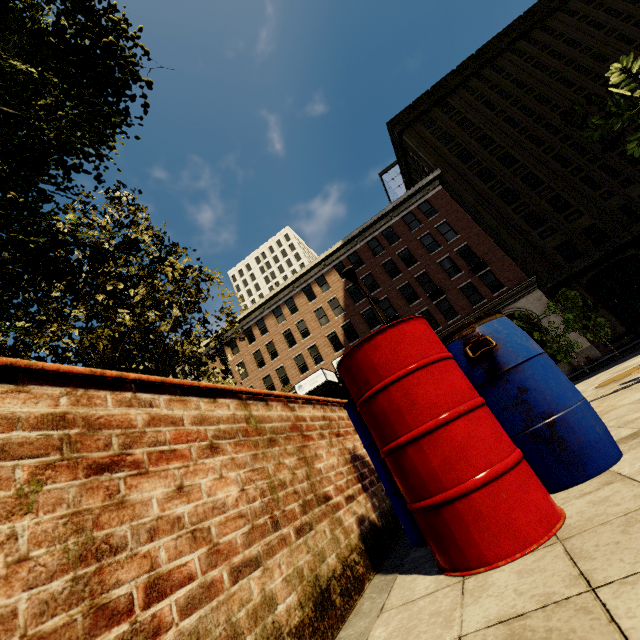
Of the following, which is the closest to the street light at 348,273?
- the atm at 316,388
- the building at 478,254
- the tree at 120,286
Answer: the tree at 120,286

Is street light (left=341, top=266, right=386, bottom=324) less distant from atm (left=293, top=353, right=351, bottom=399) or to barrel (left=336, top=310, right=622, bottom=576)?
atm (left=293, top=353, right=351, bottom=399)

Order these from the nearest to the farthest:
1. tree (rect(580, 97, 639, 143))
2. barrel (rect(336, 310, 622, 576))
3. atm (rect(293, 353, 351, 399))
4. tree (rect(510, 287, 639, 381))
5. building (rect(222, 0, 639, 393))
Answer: barrel (rect(336, 310, 622, 576)) < tree (rect(580, 97, 639, 143)) < atm (rect(293, 353, 351, 399)) < tree (rect(510, 287, 639, 381)) < building (rect(222, 0, 639, 393))

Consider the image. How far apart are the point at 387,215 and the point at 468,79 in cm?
1596

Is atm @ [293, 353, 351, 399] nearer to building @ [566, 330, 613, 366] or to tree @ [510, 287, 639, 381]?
tree @ [510, 287, 639, 381]

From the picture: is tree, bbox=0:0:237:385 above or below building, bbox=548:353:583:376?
above

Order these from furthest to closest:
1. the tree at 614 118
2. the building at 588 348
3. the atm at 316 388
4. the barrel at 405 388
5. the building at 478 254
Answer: the building at 478 254, the building at 588 348, the atm at 316 388, the tree at 614 118, the barrel at 405 388

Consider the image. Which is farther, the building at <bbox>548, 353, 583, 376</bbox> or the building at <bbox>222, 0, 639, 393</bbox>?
the building at <bbox>222, 0, 639, 393</bbox>
